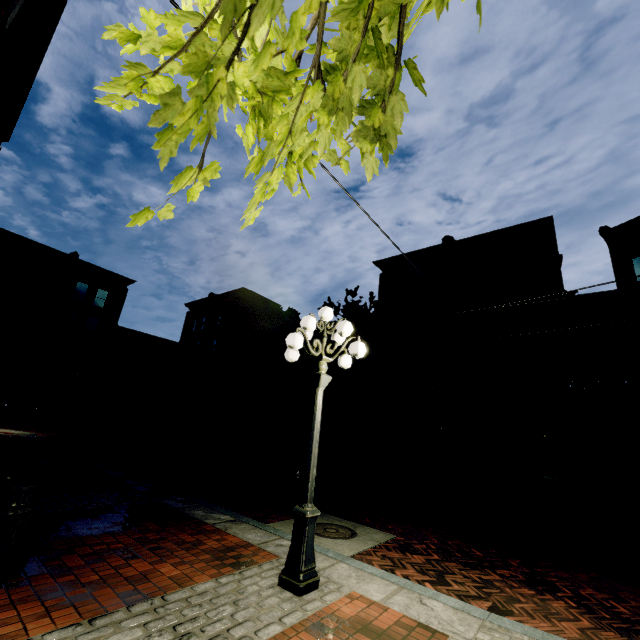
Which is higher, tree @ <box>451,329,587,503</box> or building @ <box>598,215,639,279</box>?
building @ <box>598,215,639,279</box>

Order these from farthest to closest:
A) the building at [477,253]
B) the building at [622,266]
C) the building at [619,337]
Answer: the building at [477,253], the building at [622,266], the building at [619,337]

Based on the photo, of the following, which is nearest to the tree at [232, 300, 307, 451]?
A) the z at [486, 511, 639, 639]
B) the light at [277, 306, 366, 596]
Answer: the z at [486, 511, 639, 639]

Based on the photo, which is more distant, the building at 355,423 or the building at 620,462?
the building at 355,423

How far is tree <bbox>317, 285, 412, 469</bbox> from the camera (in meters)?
18.01

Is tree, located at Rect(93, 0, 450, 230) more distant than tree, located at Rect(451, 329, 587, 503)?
No

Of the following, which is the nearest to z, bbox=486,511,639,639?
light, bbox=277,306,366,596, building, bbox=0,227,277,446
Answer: light, bbox=277,306,366,596

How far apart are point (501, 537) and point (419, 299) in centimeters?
1695cm
